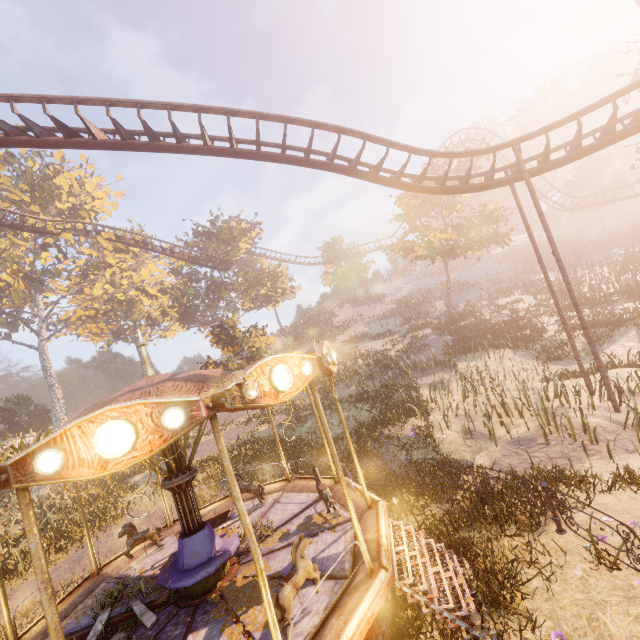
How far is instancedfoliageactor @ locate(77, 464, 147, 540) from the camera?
12.30m

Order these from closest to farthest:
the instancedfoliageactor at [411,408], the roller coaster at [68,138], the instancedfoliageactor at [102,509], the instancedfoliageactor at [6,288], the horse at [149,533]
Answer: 1. the horse at [149,533]
2. the roller coaster at [68,138]
3. the instancedfoliageactor at [102,509]
4. the instancedfoliageactor at [411,408]
5. the instancedfoliageactor at [6,288]

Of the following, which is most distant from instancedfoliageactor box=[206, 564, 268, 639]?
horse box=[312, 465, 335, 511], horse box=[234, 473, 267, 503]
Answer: A: horse box=[234, 473, 267, 503]

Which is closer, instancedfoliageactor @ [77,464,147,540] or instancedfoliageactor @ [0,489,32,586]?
instancedfoliageactor @ [0,489,32,586]

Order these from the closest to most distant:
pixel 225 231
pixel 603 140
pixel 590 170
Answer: pixel 603 140, pixel 225 231, pixel 590 170

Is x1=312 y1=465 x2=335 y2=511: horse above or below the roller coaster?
below

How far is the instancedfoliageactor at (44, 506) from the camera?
11.18m
